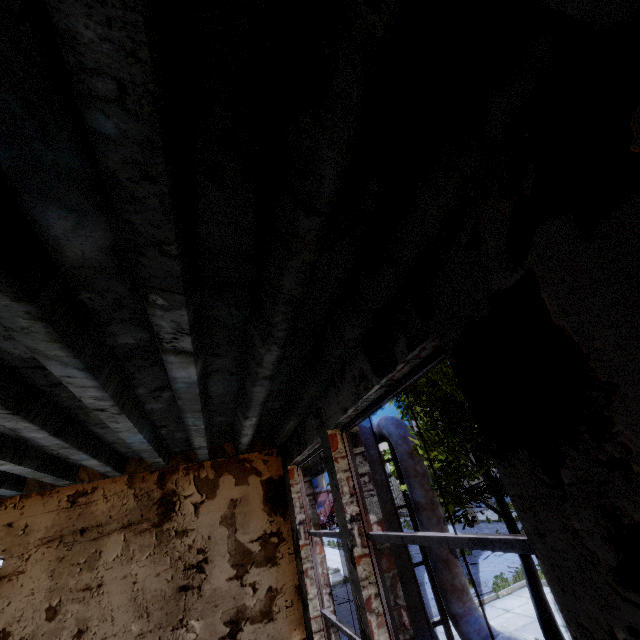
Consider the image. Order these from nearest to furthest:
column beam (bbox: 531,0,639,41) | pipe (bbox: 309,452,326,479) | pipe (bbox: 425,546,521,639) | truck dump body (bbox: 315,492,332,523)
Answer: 1. column beam (bbox: 531,0,639,41)
2. pipe (bbox: 425,546,521,639)
3. pipe (bbox: 309,452,326,479)
4. truck dump body (bbox: 315,492,332,523)

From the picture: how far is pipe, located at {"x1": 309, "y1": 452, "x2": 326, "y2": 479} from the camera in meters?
9.8

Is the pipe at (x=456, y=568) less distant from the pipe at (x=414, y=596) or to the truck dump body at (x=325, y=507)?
the pipe at (x=414, y=596)

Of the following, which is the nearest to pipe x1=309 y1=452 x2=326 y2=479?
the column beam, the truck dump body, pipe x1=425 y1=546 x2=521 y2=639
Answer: pipe x1=425 y1=546 x2=521 y2=639

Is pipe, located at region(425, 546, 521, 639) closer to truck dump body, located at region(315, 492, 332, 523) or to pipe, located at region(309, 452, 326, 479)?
pipe, located at region(309, 452, 326, 479)

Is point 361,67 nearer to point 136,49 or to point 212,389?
point 136,49

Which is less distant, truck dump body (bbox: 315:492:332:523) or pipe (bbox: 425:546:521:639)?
pipe (bbox: 425:546:521:639)

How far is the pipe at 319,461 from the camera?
9.8 meters
